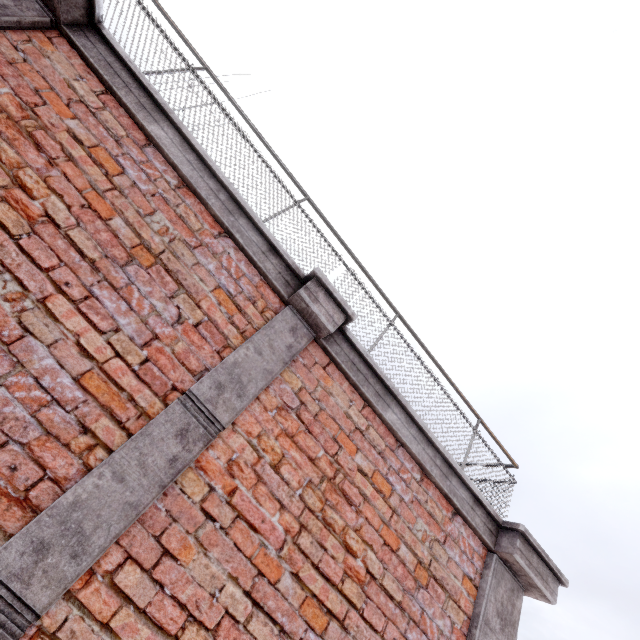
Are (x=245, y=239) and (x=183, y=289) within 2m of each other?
yes
